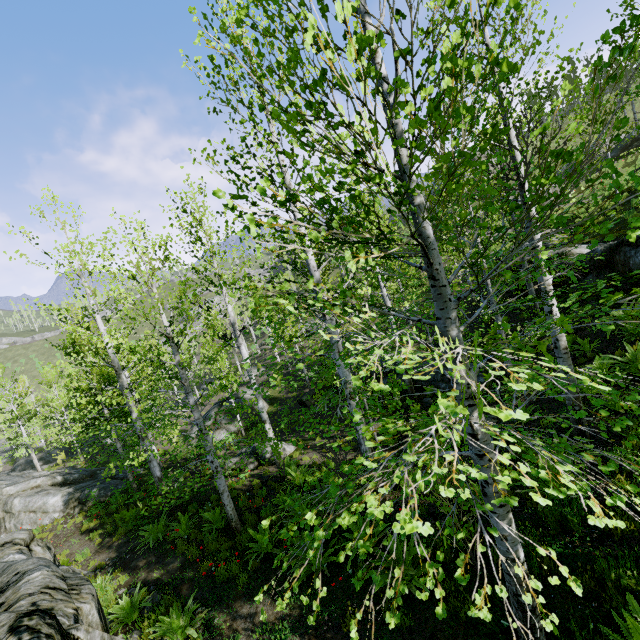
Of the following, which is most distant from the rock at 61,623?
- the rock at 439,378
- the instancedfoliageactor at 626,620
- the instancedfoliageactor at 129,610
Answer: the rock at 439,378

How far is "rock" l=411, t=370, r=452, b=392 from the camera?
14.4m

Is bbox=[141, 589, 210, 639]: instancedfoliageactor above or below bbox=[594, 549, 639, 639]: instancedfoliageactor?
below

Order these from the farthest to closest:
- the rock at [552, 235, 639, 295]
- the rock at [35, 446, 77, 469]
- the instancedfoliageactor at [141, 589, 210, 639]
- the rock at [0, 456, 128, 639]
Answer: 1. the rock at [35, 446, 77, 469]
2. the rock at [552, 235, 639, 295]
3. the instancedfoliageactor at [141, 589, 210, 639]
4. the rock at [0, 456, 128, 639]

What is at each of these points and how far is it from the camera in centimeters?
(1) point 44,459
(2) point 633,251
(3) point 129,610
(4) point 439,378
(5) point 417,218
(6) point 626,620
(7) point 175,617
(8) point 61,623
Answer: (1) rock, 3112cm
(2) rock, 1155cm
(3) instancedfoliageactor, 725cm
(4) rock, 1494cm
(5) instancedfoliageactor, 304cm
(6) instancedfoliageactor, 312cm
(7) instancedfoliageactor, 615cm
(8) rock, 421cm

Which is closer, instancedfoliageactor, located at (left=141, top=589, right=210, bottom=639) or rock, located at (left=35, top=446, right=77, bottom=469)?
instancedfoliageactor, located at (left=141, top=589, right=210, bottom=639)

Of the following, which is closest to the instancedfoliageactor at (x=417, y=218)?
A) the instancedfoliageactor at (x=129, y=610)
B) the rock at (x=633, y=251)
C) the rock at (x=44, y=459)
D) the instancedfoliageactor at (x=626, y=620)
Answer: the instancedfoliageactor at (x=129, y=610)

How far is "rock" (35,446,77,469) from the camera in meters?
30.3
